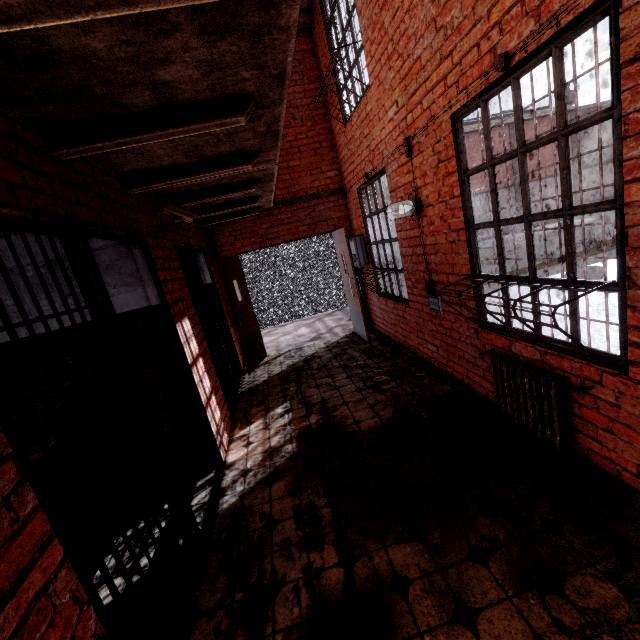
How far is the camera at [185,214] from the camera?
3.33m

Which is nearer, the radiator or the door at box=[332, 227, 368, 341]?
the radiator

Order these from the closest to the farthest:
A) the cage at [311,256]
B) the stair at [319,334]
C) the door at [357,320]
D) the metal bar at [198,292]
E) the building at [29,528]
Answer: the building at [29,528] < the metal bar at [198,292] < the door at [357,320] < the stair at [319,334] < the cage at [311,256]

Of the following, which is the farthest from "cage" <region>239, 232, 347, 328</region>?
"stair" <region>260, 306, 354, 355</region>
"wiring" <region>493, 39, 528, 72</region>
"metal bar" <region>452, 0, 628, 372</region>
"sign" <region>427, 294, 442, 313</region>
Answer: "wiring" <region>493, 39, 528, 72</region>

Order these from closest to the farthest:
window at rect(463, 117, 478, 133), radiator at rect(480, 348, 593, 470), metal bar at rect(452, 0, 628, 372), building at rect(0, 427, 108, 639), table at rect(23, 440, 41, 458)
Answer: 1. building at rect(0, 427, 108, 639)
2. metal bar at rect(452, 0, 628, 372)
3. radiator at rect(480, 348, 593, 470)
4. table at rect(23, 440, 41, 458)
5. window at rect(463, 117, 478, 133)

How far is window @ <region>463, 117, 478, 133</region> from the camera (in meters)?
26.11

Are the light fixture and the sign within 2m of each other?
yes

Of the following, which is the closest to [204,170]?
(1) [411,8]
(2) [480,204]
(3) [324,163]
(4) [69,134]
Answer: (4) [69,134]
